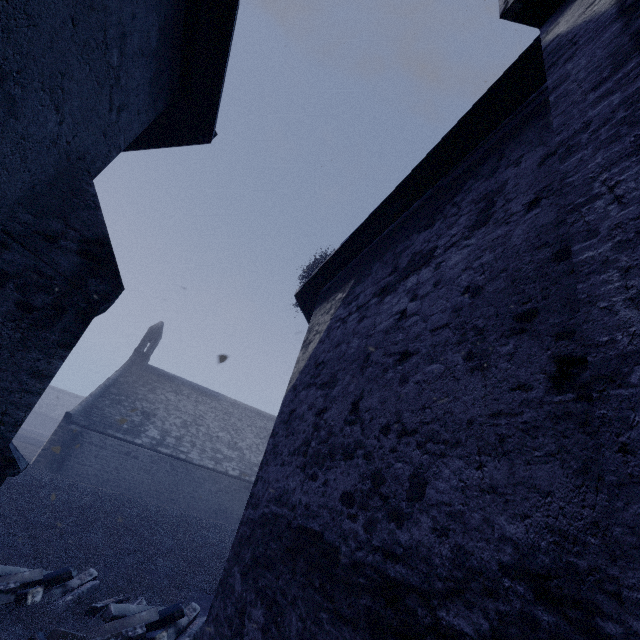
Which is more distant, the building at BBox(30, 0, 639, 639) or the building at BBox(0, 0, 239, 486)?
the building at BBox(0, 0, 239, 486)

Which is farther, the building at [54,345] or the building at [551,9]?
the building at [54,345]

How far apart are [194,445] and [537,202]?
25.55m
